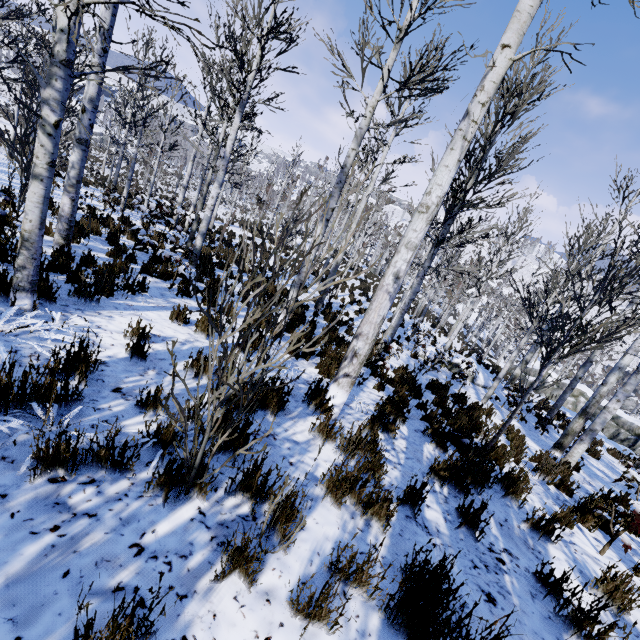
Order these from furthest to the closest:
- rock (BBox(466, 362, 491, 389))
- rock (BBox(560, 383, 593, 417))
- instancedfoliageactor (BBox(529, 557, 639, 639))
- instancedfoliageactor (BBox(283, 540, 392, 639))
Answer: rock (BBox(560, 383, 593, 417))
rock (BBox(466, 362, 491, 389))
instancedfoliageactor (BBox(529, 557, 639, 639))
instancedfoliageactor (BBox(283, 540, 392, 639))

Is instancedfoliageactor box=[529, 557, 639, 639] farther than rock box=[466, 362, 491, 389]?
No

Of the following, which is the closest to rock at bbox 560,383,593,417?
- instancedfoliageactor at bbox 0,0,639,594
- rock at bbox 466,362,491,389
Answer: instancedfoliageactor at bbox 0,0,639,594

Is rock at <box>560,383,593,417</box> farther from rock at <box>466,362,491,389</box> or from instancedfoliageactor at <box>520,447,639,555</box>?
rock at <box>466,362,491,389</box>

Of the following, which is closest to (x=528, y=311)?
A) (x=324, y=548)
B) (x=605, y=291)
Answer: (x=324, y=548)

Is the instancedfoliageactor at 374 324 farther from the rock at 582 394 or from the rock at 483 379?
the rock at 483 379

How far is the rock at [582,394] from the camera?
19.7 meters

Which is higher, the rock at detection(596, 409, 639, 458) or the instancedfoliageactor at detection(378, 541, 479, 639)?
the instancedfoliageactor at detection(378, 541, 479, 639)
